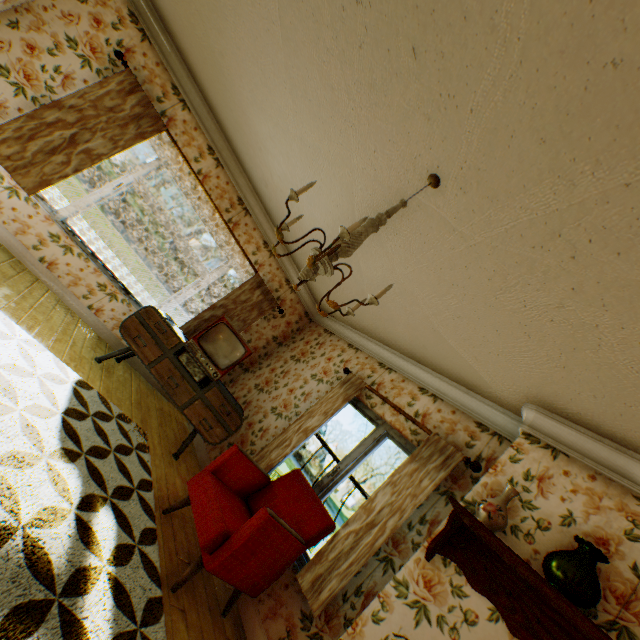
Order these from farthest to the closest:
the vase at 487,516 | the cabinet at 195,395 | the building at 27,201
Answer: the cabinet at 195,395 → the vase at 487,516 → the building at 27,201

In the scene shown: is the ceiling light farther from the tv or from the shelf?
the tv

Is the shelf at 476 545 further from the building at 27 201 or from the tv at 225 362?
the tv at 225 362

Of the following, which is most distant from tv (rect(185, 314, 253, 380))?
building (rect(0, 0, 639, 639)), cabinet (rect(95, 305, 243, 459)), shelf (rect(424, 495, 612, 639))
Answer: shelf (rect(424, 495, 612, 639))

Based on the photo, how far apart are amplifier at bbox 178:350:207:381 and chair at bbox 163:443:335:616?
1.3m

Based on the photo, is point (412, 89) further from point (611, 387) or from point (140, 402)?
point (140, 402)

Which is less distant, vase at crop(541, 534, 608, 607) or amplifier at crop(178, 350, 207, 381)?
vase at crop(541, 534, 608, 607)

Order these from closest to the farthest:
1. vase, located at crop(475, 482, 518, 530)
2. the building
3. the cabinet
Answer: the building
vase, located at crop(475, 482, 518, 530)
the cabinet
